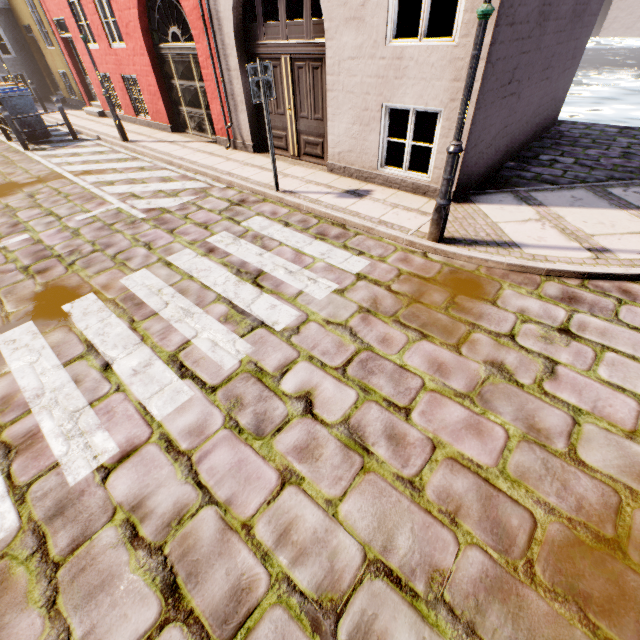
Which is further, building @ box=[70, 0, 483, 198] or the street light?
building @ box=[70, 0, 483, 198]

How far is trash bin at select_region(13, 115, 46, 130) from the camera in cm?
977

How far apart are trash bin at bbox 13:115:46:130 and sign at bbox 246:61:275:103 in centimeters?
953cm

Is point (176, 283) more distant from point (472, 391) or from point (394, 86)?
point (394, 86)

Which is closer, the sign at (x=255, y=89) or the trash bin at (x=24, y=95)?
the sign at (x=255, y=89)

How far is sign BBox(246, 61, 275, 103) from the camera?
4.9m

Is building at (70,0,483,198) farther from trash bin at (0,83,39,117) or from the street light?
the street light

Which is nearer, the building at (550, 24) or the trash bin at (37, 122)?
the building at (550, 24)
